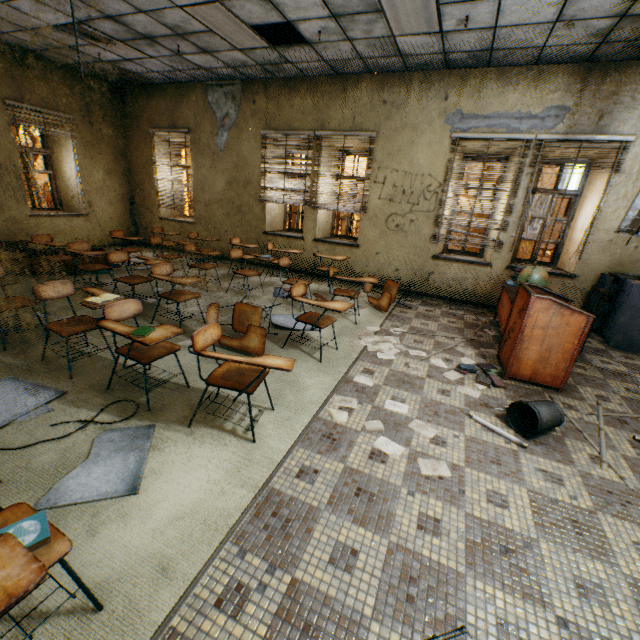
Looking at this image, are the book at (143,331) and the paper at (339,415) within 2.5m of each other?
yes

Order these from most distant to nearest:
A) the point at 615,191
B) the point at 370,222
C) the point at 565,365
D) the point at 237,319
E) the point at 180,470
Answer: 1. the point at 370,222
2. the point at 615,191
3. the point at 237,319
4. the point at 565,365
5. the point at 180,470

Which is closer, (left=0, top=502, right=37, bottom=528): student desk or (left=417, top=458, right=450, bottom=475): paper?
(left=0, top=502, right=37, bottom=528): student desk

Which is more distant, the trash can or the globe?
the globe

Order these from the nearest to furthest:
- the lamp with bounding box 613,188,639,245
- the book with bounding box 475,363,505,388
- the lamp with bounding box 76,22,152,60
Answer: the lamp with bounding box 613,188,639,245 → the book with bounding box 475,363,505,388 → the lamp with bounding box 76,22,152,60

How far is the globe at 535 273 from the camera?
4.1m

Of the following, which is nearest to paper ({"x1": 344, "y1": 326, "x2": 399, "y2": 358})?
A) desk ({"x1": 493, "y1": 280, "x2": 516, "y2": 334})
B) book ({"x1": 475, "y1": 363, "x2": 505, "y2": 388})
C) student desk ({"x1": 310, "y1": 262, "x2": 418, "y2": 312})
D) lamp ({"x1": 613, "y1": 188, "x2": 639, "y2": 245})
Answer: book ({"x1": 475, "y1": 363, "x2": 505, "y2": 388})

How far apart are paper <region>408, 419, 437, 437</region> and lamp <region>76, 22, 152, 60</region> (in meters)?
7.53
